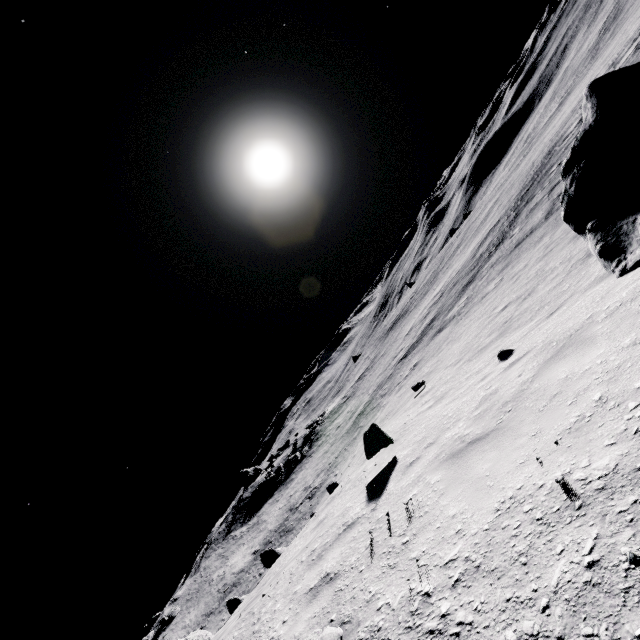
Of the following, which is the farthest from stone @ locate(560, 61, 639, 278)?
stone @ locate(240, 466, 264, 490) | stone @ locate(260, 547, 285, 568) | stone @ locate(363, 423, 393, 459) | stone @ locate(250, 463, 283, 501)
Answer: stone @ locate(240, 466, 264, 490)

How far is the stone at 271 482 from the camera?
36.5 meters

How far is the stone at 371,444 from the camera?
6.27m

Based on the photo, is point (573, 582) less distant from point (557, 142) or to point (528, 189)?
point (528, 189)

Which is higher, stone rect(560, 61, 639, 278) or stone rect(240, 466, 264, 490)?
stone rect(240, 466, 264, 490)

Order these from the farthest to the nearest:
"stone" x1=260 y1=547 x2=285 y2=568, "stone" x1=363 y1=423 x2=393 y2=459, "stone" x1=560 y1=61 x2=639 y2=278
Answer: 1. "stone" x1=260 y1=547 x2=285 y2=568
2. "stone" x1=363 y1=423 x2=393 y2=459
3. "stone" x1=560 y1=61 x2=639 y2=278

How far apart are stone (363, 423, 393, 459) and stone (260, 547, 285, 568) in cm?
499

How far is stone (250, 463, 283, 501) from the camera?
36.5 meters
